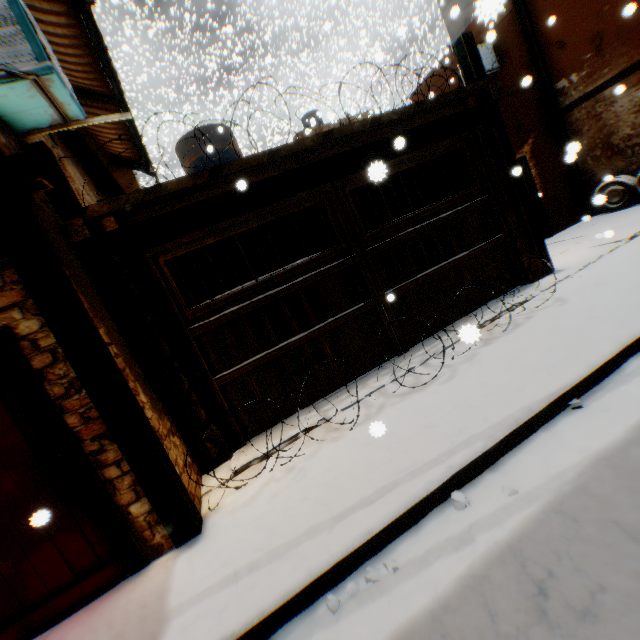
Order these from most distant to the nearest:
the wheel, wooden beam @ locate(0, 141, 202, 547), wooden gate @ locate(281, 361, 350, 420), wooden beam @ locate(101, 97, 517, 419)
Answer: the wheel, wooden gate @ locate(281, 361, 350, 420), wooden beam @ locate(101, 97, 517, 419), wooden beam @ locate(0, 141, 202, 547)

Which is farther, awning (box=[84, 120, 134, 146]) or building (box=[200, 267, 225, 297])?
building (box=[200, 267, 225, 297])

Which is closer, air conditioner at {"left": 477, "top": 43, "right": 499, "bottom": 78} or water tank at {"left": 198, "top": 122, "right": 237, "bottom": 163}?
water tank at {"left": 198, "top": 122, "right": 237, "bottom": 163}

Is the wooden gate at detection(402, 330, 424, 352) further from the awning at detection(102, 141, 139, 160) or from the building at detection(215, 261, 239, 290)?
the awning at detection(102, 141, 139, 160)

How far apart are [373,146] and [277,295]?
2.9 meters

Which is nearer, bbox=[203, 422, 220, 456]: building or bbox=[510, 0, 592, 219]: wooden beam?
bbox=[203, 422, 220, 456]: building

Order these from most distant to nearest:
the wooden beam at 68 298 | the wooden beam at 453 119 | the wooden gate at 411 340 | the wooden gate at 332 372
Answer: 1. the wooden gate at 411 340
2. the wooden gate at 332 372
3. the wooden beam at 453 119
4. the wooden beam at 68 298

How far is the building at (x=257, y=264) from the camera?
10.16m
